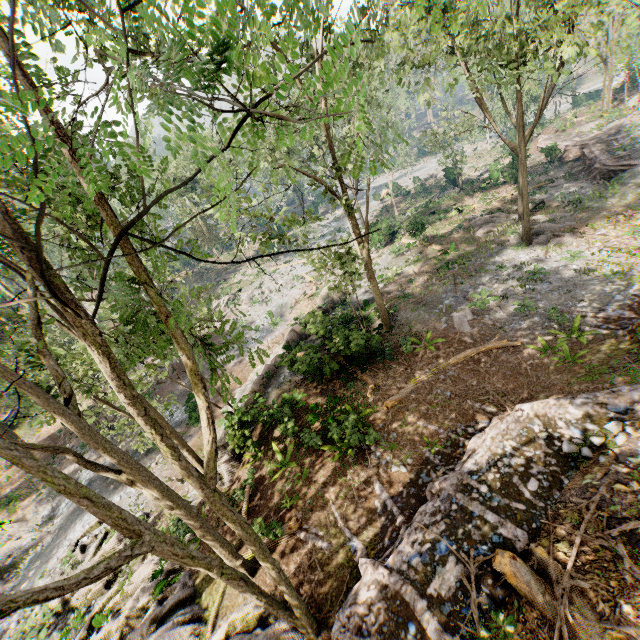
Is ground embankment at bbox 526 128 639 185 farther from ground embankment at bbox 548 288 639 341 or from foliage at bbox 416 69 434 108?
foliage at bbox 416 69 434 108

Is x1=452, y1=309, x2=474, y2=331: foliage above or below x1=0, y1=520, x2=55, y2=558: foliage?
above

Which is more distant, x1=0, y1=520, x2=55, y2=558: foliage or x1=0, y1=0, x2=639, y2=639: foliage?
x1=0, y1=520, x2=55, y2=558: foliage

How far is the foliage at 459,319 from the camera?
16.80m

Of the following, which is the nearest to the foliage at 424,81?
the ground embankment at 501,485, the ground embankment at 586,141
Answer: the ground embankment at 501,485

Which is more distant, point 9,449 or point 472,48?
point 472,48

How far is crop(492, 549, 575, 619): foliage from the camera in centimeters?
572cm
